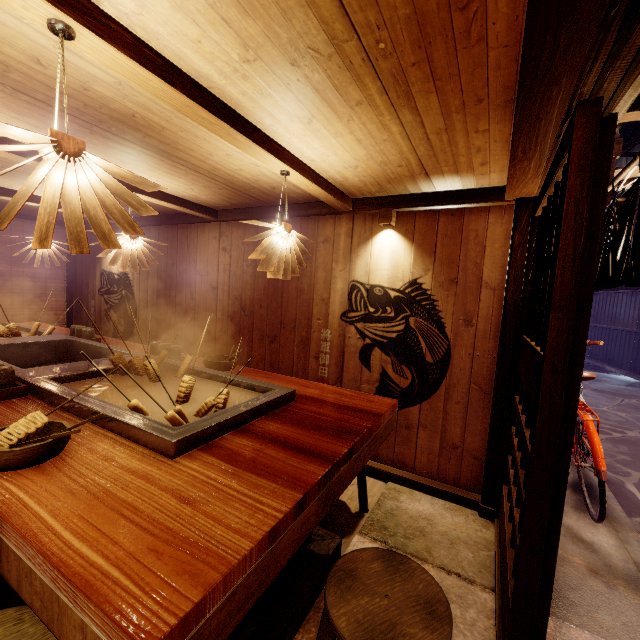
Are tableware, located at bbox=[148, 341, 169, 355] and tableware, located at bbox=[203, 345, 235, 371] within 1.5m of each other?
yes

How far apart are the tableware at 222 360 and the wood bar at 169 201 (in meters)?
3.46

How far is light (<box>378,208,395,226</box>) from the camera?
5.81m

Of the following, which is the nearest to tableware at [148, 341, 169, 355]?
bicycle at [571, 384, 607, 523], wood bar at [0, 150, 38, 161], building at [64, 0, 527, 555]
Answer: building at [64, 0, 527, 555]

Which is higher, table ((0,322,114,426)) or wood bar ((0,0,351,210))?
wood bar ((0,0,351,210))

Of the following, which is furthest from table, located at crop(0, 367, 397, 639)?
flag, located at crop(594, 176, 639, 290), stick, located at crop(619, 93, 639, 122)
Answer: stick, located at crop(619, 93, 639, 122)

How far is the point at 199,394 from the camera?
3.81m

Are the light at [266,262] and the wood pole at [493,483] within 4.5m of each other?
yes
